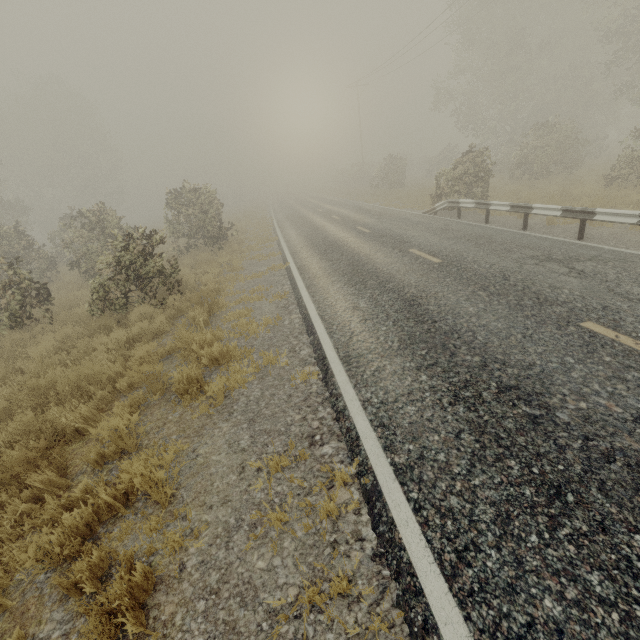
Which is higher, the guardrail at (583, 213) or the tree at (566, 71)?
the tree at (566, 71)

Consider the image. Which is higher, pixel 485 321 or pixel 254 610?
pixel 485 321

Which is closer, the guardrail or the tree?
the guardrail

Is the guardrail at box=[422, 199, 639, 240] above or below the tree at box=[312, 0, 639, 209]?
below

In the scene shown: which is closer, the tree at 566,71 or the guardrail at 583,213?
the guardrail at 583,213
